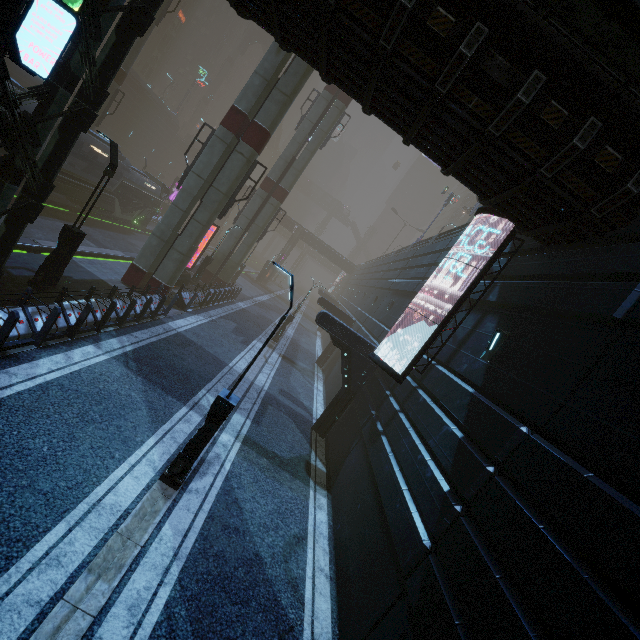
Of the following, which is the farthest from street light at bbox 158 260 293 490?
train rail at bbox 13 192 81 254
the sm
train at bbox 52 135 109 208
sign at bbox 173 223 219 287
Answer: sign at bbox 173 223 219 287

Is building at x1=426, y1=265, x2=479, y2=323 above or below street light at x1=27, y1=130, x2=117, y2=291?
above

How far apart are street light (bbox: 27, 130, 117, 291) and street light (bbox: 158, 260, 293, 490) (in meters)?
7.64

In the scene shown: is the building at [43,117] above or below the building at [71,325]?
above

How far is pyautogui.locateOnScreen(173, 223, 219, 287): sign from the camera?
21.09m

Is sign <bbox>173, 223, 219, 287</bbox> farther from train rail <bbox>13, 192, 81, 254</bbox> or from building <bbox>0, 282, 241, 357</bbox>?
train rail <bbox>13, 192, 81, 254</bbox>

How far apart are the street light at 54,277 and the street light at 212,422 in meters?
7.6

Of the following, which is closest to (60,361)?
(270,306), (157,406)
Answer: (157,406)
